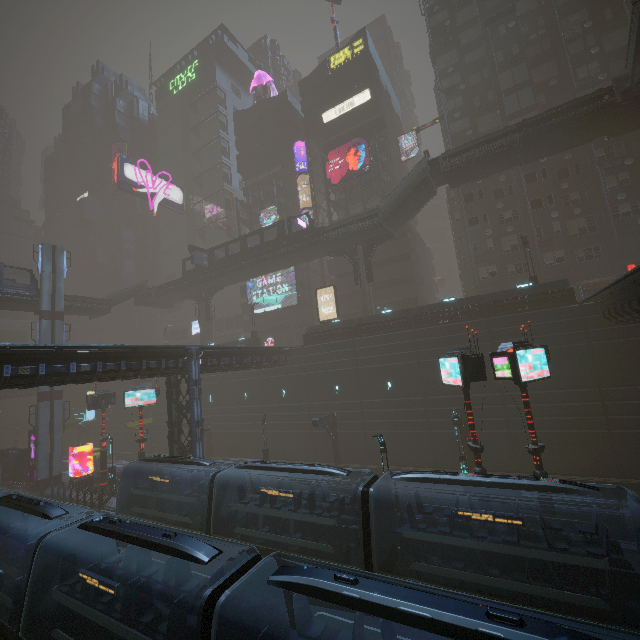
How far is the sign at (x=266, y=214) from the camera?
49.7 meters

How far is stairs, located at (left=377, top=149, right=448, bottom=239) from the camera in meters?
30.6

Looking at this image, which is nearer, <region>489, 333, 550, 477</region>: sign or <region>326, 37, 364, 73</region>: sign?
<region>489, 333, 550, 477</region>: sign

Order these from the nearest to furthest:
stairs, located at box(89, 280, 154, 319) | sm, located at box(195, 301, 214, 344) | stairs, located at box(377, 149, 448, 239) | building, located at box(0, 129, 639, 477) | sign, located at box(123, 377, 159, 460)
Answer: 1. building, located at box(0, 129, 639, 477)
2. sign, located at box(123, 377, 159, 460)
3. stairs, located at box(377, 149, 448, 239)
4. stairs, located at box(89, 280, 154, 319)
5. sm, located at box(195, 301, 214, 344)

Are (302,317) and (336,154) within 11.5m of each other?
no

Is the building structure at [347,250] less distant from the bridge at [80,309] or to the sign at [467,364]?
the sign at [467,364]

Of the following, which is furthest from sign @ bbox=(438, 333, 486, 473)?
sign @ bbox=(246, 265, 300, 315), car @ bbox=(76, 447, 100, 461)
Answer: car @ bbox=(76, 447, 100, 461)

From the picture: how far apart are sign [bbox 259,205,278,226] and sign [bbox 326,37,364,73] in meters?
21.0 m
